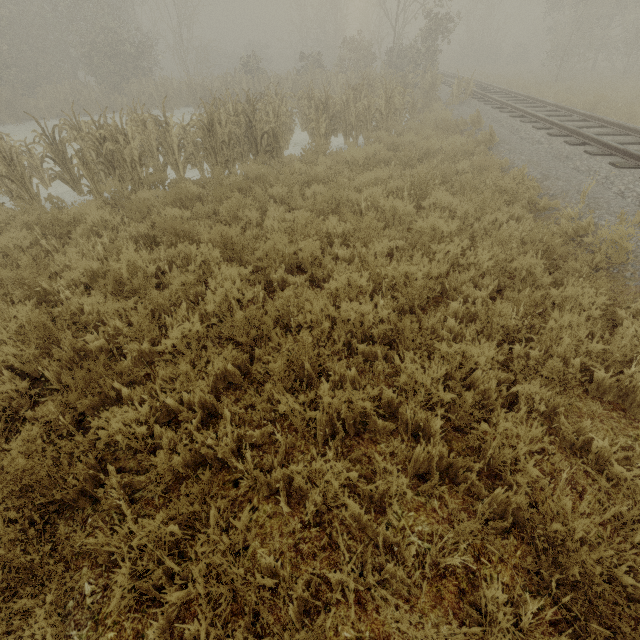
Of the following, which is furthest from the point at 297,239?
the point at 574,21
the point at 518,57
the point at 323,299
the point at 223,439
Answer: the point at 518,57
